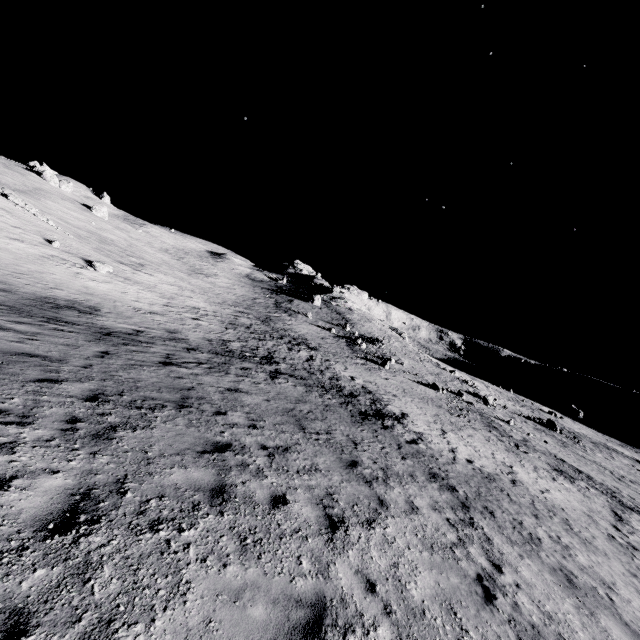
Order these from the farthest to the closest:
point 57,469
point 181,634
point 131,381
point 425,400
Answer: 1. point 425,400
2. point 131,381
3. point 57,469
4. point 181,634
